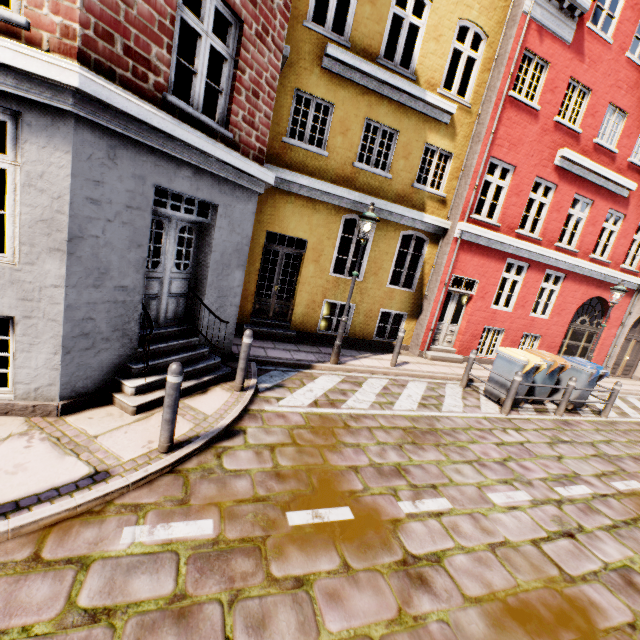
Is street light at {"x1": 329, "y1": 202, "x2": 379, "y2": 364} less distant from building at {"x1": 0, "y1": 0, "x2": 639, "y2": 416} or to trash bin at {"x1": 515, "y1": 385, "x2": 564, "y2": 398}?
trash bin at {"x1": 515, "y1": 385, "x2": 564, "y2": 398}

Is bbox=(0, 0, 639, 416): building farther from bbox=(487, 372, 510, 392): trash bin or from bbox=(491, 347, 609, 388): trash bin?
bbox=(491, 347, 609, 388): trash bin

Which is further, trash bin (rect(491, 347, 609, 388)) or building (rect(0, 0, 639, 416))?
trash bin (rect(491, 347, 609, 388))

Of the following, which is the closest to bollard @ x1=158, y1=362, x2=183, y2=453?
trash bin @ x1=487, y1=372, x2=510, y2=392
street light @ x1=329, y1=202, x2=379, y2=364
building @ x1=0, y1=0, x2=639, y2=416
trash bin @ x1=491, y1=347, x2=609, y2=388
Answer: street light @ x1=329, y1=202, x2=379, y2=364

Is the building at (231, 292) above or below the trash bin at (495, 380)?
above

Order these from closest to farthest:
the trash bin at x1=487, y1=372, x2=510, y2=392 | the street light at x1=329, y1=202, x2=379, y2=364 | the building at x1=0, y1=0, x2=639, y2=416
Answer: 1. the building at x1=0, y1=0, x2=639, y2=416
2. the street light at x1=329, y1=202, x2=379, y2=364
3. the trash bin at x1=487, y1=372, x2=510, y2=392

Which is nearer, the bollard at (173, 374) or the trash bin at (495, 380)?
the bollard at (173, 374)

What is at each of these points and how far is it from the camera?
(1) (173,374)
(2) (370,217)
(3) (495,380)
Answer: (1) bollard, 3.57m
(2) street light, 7.19m
(3) trash bin, 8.30m
